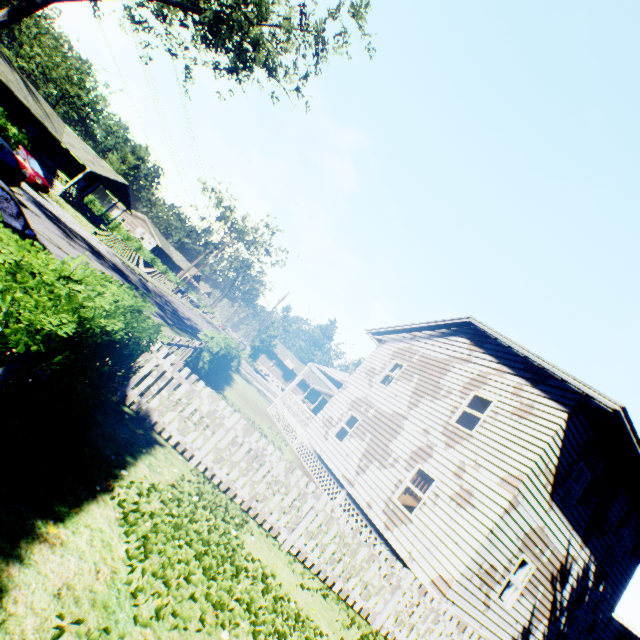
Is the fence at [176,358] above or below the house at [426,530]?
below

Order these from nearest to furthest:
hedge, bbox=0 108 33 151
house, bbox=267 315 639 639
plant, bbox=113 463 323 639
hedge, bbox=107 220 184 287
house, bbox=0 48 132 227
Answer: plant, bbox=113 463 323 639 < house, bbox=267 315 639 639 < hedge, bbox=0 108 33 151 < house, bbox=0 48 132 227 < hedge, bbox=107 220 184 287

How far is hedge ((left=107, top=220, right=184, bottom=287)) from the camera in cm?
5141

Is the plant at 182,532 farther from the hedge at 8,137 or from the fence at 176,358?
the hedge at 8,137

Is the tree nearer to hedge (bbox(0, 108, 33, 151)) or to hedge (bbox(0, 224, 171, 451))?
hedge (bbox(0, 108, 33, 151))

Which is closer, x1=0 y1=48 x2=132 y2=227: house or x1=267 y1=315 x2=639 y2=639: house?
x1=267 y1=315 x2=639 y2=639: house

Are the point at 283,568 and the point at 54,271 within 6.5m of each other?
yes

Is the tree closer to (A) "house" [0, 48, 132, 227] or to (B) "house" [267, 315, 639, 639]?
Result: (A) "house" [0, 48, 132, 227]
